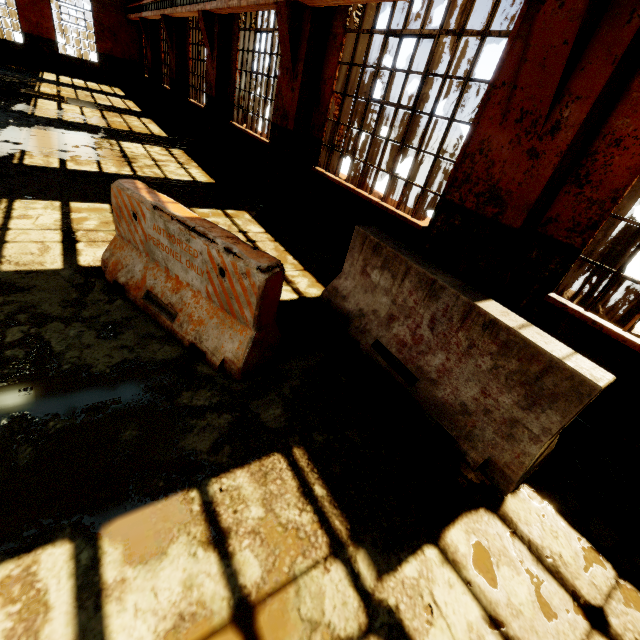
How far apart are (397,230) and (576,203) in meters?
2.3 m

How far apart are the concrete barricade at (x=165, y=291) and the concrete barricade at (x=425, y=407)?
0.8m

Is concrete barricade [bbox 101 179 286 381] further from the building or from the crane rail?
the crane rail

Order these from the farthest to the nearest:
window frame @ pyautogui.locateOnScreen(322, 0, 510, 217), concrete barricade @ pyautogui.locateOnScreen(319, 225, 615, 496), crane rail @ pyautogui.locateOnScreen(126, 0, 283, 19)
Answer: crane rail @ pyautogui.locateOnScreen(126, 0, 283, 19) < window frame @ pyautogui.locateOnScreen(322, 0, 510, 217) < concrete barricade @ pyautogui.locateOnScreen(319, 225, 615, 496)

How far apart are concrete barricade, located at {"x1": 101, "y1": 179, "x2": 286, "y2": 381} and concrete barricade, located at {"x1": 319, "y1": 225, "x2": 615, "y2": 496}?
0.8m

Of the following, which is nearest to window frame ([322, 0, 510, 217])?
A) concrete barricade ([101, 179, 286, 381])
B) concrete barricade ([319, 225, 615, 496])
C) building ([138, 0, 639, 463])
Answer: building ([138, 0, 639, 463])

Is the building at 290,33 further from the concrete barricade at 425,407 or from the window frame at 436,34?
the concrete barricade at 425,407

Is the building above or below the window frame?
below
